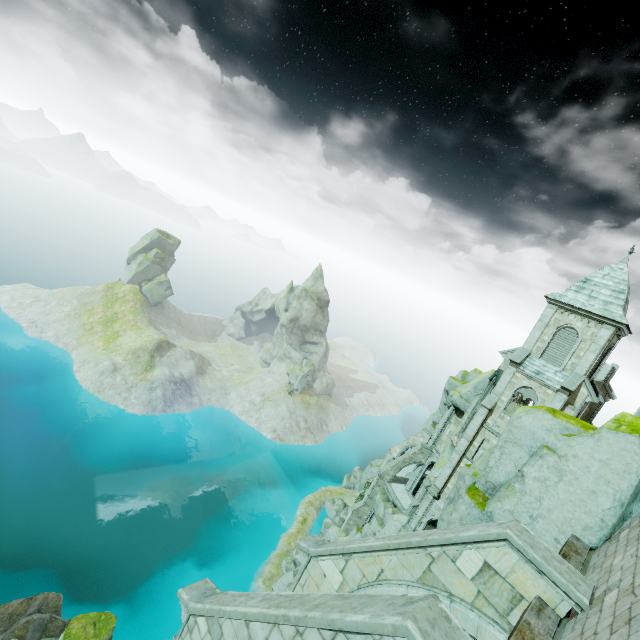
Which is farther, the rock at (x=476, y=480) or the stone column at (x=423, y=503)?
the stone column at (x=423, y=503)

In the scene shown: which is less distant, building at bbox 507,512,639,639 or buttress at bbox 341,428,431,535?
building at bbox 507,512,639,639

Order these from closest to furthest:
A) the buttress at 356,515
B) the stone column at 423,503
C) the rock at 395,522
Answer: the stone column at 423,503 → the rock at 395,522 → the buttress at 356,515

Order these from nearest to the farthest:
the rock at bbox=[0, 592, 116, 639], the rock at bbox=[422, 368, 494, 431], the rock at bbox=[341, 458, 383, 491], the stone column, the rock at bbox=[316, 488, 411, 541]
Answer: the rock at bbox=[0, 592, 116, 639], the stone column, the rock at bbox=[316, 488, 411, 541], the rock at bbox=[422, 368, 494, 431], the rock at bbox=[341, 458, 383, 491]

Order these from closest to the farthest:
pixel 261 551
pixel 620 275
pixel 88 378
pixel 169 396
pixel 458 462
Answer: pixel 620 275 → pixel 458 462 → pixel 261 551 → pixel 88 378 → pixel 169 396

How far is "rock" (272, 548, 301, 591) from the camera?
36.3 meters

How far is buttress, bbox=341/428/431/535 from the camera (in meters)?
39.72

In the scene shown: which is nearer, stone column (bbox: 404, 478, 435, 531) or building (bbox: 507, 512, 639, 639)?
building (bbox: 507, 512, 639, 639)
